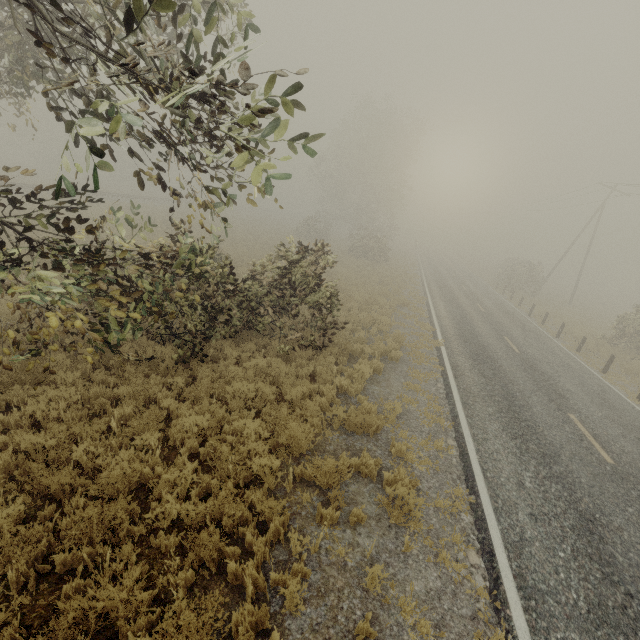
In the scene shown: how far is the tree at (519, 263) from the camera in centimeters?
3300cm

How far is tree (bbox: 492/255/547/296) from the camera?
33.00m

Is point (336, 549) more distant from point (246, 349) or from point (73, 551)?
point (246, 349)
